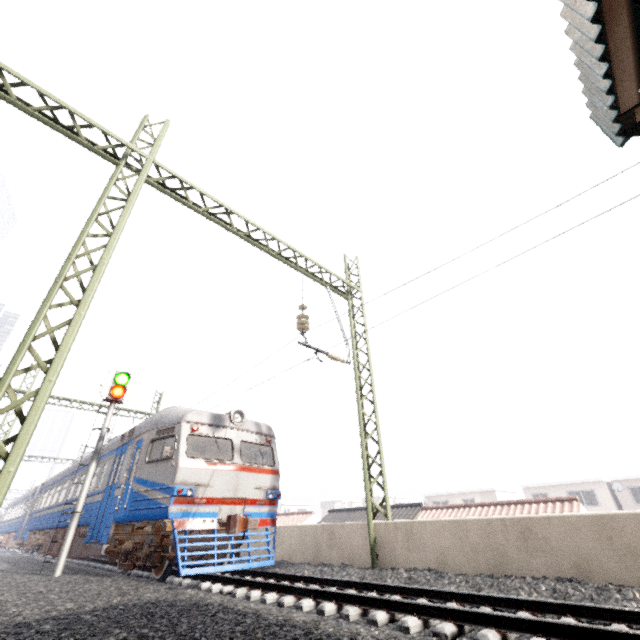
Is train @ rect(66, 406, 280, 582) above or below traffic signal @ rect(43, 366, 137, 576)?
below

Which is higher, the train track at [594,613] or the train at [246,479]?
the train at [246,479]

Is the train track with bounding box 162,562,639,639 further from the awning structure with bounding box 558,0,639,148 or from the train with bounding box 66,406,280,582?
the awning structure with bounding box 558,0,639,148

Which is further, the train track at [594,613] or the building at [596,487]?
the building at [596,487]

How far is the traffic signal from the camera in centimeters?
884cm

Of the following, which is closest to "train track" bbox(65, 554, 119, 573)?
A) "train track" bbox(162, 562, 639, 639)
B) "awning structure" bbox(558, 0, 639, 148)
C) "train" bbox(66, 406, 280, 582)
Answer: "train" bbox(66, 406, 280, 582)

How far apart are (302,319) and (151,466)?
5.9 meters

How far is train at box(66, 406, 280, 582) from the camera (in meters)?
8.16
